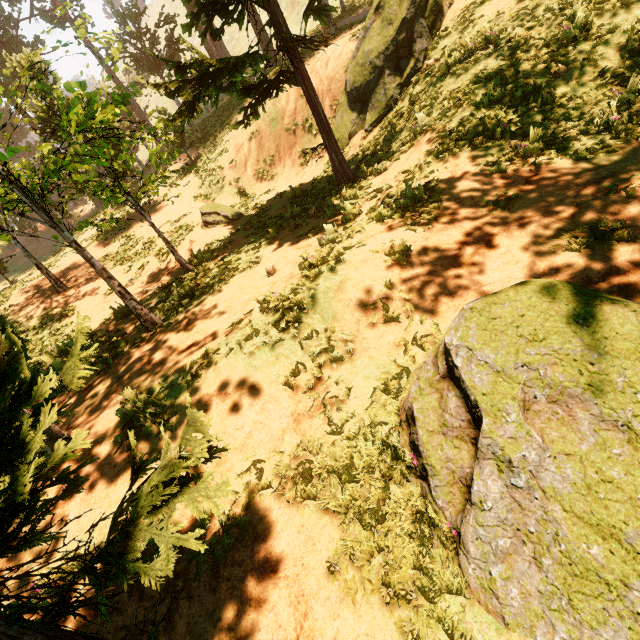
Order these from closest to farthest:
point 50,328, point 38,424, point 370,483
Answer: point 38,424, point 370,483, point 50,328

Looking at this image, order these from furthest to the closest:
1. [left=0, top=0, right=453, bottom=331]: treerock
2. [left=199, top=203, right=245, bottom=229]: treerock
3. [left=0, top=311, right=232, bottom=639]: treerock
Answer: [left=199, top=203, right=245, bottom=229]: treerock, [left=0, top=0, right=453, bottom=331]: treerock, [left=0, top=311, right=232, bottom=639]: treerock

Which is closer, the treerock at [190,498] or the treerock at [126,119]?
the treerock at [190,498]

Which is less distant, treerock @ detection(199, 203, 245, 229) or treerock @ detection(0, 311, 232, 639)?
treerock @ detection(0, 311, 232, 639)

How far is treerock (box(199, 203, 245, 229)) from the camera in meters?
14.0
